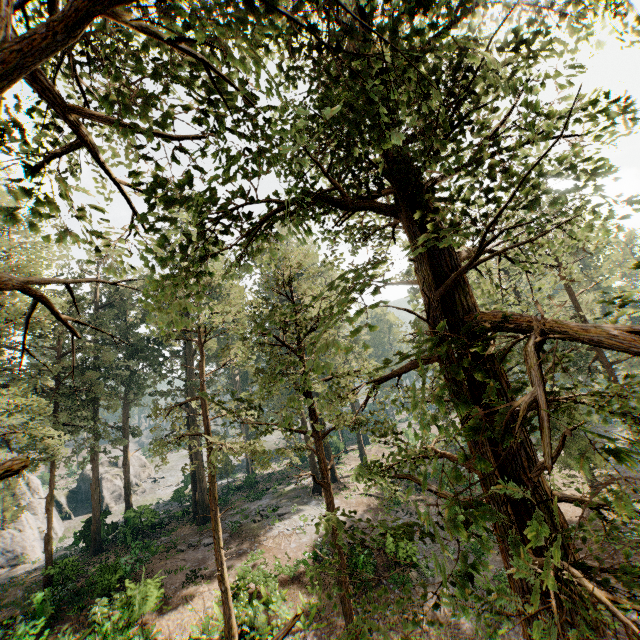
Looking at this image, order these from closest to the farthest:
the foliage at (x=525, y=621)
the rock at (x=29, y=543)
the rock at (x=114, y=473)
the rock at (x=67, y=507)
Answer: the foliage at (x=525, y=621) → the rock at (x=29, y=543) → the rock at (x=67, y=507) → the rock at (x=114, y=473)

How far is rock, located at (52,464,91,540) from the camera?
39.28m

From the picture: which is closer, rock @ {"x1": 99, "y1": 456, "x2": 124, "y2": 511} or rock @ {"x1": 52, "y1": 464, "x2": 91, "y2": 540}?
rock @ {"x1": 52, "y1": 464, "x2": 91, "y2": 540}

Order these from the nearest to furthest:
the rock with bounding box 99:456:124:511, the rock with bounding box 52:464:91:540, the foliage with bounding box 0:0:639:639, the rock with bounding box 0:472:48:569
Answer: the foliage with bounding box 0:0:639:639 < the rock with bounding box 0:472:48:569 < the rock with bounding box 52:464:91:540 < the rock with bounding box 99:456:124:511

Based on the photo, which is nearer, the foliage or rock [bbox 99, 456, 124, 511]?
the foliage

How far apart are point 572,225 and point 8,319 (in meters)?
23.17

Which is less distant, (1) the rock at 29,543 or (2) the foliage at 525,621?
(2) the foliage at 525,621
